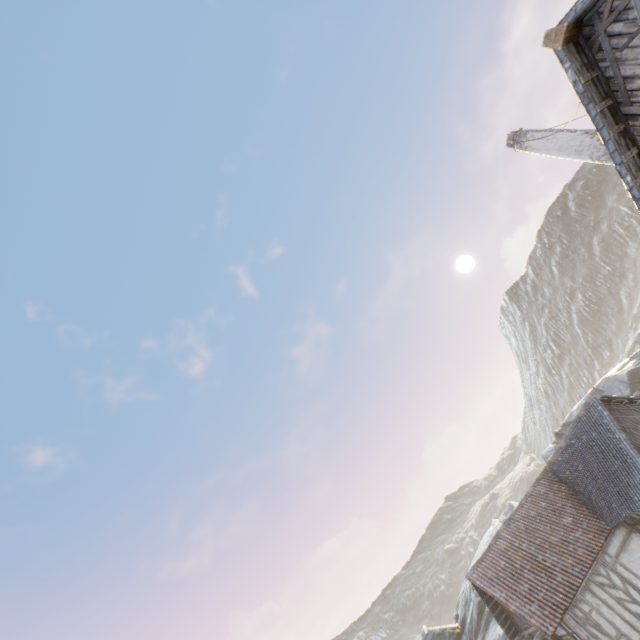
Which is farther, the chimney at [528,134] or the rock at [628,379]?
the rock at [628,379]

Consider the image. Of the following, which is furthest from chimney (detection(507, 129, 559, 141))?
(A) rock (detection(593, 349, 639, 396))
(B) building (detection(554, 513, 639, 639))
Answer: (B) building (detection(554, 513, 639, 639))

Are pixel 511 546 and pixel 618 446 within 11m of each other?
yes

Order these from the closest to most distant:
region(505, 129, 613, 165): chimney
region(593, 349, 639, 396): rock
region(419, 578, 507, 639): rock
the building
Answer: region(505, 129, 613, 165): chimney < the building < region(419, 578, 507, 639): rock < region(593, 349, 639, 396): rock

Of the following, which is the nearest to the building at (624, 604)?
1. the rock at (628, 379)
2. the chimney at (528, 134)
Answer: the rock at (628, 379)

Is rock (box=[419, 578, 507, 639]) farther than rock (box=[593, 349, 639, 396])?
No
